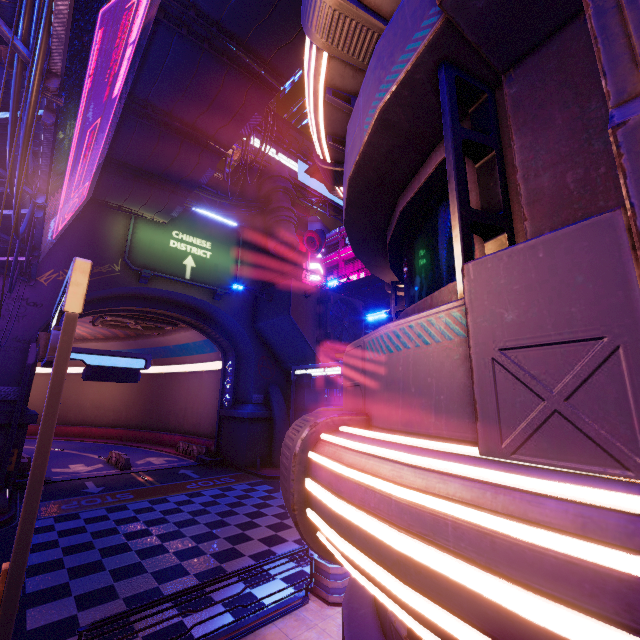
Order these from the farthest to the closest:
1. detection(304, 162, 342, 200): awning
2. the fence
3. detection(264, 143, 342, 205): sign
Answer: detection(264, 143, 342, 205): sign < the fence < detection(304, 162, 342, 200): awning

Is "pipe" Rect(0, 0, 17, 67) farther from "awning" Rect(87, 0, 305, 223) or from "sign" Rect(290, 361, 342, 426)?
"sign" Rect(290, 361, 342, 426)

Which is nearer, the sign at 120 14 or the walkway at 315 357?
the sign at 120 14

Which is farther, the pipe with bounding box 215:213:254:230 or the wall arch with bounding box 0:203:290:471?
the pipe with bounding box 215:213:254:230

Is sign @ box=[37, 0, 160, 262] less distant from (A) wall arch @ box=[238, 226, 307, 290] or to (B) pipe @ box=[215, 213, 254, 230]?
(A) wall arch @ box=[238, 226, 307, 290]

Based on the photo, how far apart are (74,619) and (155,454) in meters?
23.9

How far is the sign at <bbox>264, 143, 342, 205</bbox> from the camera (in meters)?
49.66

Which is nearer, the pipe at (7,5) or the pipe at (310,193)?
the pipe at (7,5)
